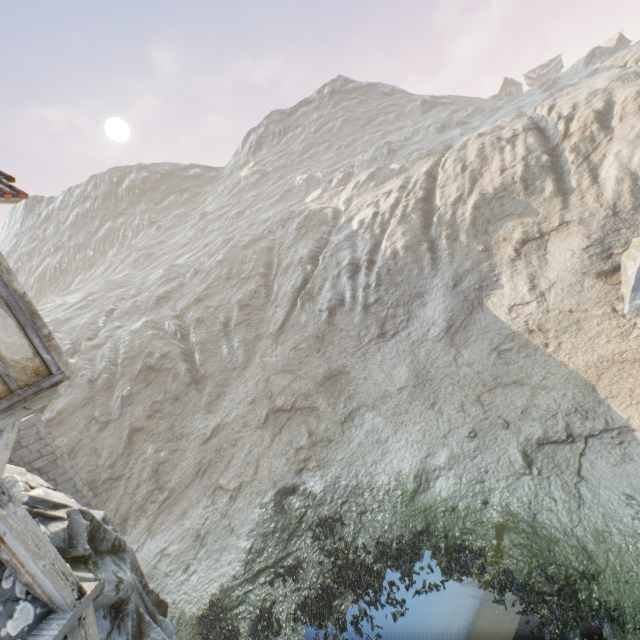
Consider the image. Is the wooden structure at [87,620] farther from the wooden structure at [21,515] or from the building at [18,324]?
the building at [18,324]

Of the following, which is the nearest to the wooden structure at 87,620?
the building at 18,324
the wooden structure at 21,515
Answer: the wooden structure at 21,515

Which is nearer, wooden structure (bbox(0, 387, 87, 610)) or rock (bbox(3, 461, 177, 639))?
wooden structure (bbox(0, 387, 87, 610))

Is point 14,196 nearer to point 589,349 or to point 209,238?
point 589,349

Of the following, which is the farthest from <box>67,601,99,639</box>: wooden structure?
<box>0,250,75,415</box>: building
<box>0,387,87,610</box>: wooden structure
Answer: <box>0,250,75,415</box>: building

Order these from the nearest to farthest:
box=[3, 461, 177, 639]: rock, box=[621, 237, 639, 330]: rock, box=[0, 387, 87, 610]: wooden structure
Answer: box=[0, 387, 87, 610]: wooden structure, box=[3, 461, 177, 639]: rock, box=[621, 237, 639, 330]: rock

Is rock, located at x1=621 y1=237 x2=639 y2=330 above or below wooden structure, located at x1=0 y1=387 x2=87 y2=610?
below
